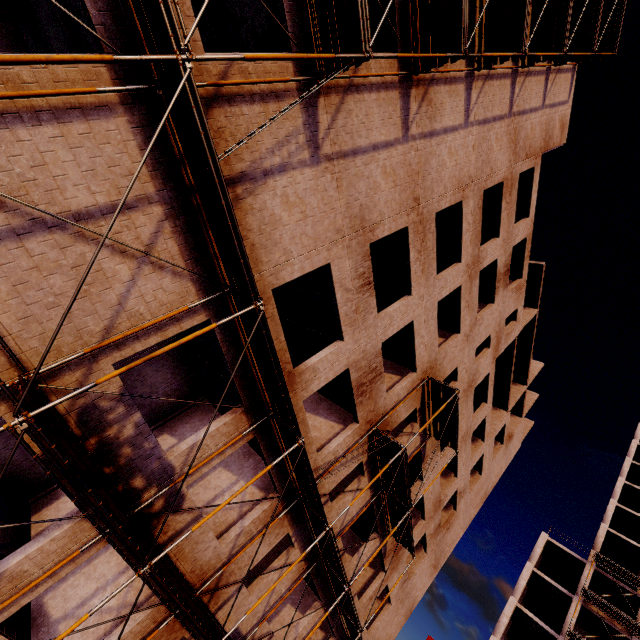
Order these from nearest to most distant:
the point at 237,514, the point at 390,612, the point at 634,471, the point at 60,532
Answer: the point at 60,532 < the point at 237,514 < the point at 390,612 < the point at 634,471
